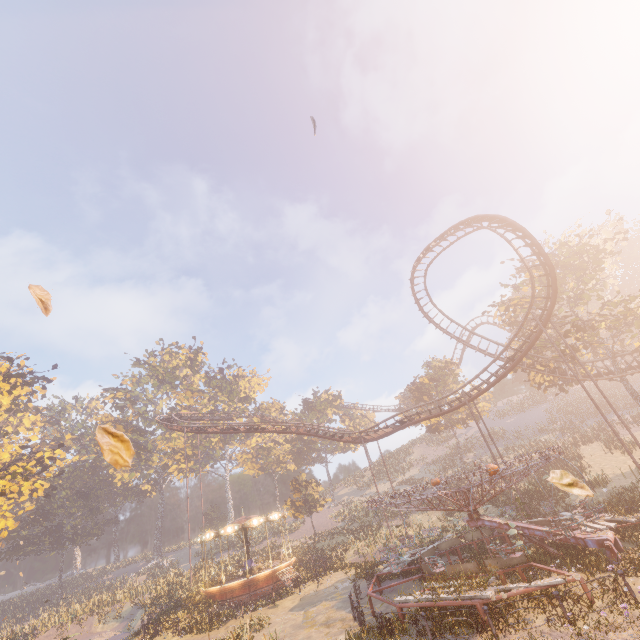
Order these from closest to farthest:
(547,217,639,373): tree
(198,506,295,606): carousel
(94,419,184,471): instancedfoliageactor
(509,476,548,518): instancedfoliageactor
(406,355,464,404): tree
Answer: (509,476,548,518): instancedfoliageactor < (198,506,295,606): carousel < (547,217,639,373): tree < (406,355,464,404): tree < (94,419,184,471): instancedfoliageactor

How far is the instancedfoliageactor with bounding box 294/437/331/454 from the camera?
57.03m

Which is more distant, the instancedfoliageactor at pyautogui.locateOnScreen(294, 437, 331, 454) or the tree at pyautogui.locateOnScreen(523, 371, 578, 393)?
the instancedfoliageactor at pyautogui.locateOnScreen(294, 437, 331, 454)

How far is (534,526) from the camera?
14.3 meters

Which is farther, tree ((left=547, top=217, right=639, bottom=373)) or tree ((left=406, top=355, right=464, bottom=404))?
tree ((left=406, top=355, right=464, bottom=404))

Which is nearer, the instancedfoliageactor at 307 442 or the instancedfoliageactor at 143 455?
the instancedfoliageactor at 143 455

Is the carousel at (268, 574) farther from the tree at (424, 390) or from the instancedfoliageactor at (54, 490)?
the tree at (424, 390)

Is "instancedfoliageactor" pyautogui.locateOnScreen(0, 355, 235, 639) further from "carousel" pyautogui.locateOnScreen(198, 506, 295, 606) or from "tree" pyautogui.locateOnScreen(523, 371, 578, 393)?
"tree" pyautogui.locateOnScreen(523, 371, 578, 393)
